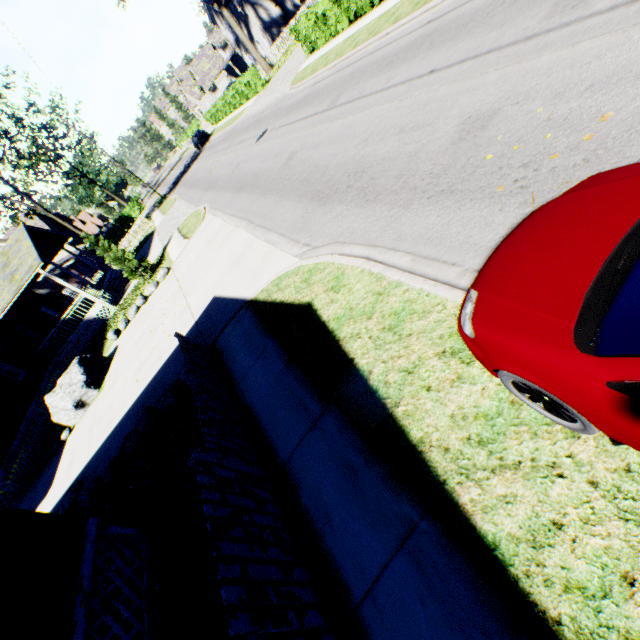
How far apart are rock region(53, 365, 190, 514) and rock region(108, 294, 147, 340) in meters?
9.3

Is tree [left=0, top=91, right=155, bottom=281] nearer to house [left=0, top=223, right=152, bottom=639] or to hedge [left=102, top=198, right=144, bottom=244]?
hedge [left=102, top=198, right=144, bottom=244]

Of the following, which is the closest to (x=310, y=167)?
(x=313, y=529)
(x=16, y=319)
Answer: (x=313, y=529)

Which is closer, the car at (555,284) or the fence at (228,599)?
the car at (555,284)

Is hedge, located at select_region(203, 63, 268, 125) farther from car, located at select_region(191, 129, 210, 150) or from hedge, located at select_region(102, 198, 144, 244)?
hedge, located at select_region(102, 198, 144, 244)

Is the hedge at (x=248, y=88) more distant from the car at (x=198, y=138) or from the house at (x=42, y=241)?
the house at (x=42, y=241)

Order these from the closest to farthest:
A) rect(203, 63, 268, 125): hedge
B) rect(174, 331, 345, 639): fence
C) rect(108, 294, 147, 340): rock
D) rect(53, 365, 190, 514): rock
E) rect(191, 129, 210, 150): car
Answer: rect(174, 331, 345, 639): fence, rect(53, 365, 190, 514): rock, rect(108, 294, 147, 340): rock, rect(203, 63, 268, 125): hedge, rect(191, 129, 210, 150): car

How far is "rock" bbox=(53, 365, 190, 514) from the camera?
7.51m
